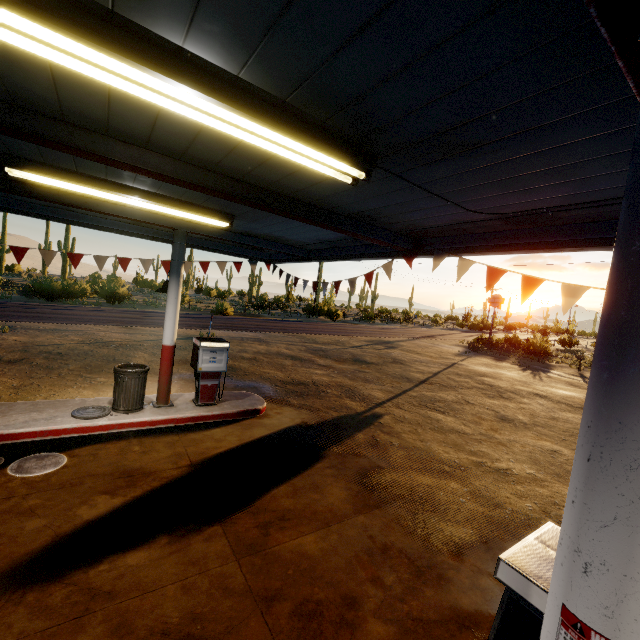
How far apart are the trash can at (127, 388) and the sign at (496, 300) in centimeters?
2823cm

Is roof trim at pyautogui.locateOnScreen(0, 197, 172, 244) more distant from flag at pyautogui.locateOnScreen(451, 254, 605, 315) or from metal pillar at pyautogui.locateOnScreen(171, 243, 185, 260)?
metal pillar at pyautogui.locateOnScreen(171, 243, 185, 260)

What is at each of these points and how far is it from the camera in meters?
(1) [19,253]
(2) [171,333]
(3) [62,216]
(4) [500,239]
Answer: (1) flag, 7.2
(2) metal pillar, 7.0
(3) roof trim, 7.6
(4) roof trim, 4.5

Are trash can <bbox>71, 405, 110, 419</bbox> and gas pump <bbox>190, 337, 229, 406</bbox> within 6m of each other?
yes

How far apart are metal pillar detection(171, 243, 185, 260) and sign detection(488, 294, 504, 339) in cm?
2743

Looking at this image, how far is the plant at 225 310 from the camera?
28.2m

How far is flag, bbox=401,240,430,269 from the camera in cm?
553

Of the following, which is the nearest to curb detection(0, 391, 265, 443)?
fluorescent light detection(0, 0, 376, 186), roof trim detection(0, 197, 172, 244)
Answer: roof trim detection(0, 197, 172, 244)
